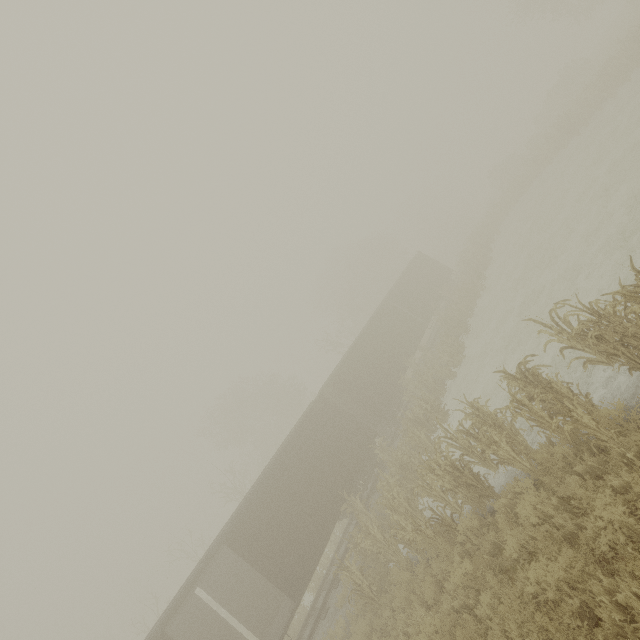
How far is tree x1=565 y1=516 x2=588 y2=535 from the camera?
4.92m

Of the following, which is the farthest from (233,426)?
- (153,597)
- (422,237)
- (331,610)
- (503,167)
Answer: (503,167)

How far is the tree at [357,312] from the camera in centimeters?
4316cm

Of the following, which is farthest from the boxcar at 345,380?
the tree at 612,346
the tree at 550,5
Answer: the tree at 550,5

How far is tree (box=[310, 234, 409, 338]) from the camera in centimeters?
4316cm

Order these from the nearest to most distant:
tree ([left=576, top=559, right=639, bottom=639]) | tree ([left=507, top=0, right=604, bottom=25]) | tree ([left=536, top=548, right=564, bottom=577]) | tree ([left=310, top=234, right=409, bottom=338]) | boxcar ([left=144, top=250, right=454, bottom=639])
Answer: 1. tree ([left=576, top=559, right=639, bottom=639])
2. tree ([left=536, top=548, right=564, bottom=577])
3. boxcar ([left=144, top=250, right=454, bottom=639])
4. tree ([left=507, top=0, right=604, bottom=25])
5. tree ([left=310, top=234, right=409, bottom=338])

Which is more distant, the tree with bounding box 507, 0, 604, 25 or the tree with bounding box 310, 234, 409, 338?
the tree with bounding box 310, 234, 409, 338

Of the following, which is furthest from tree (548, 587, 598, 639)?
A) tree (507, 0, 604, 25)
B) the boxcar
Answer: tree (507, 0, 604, 25)
